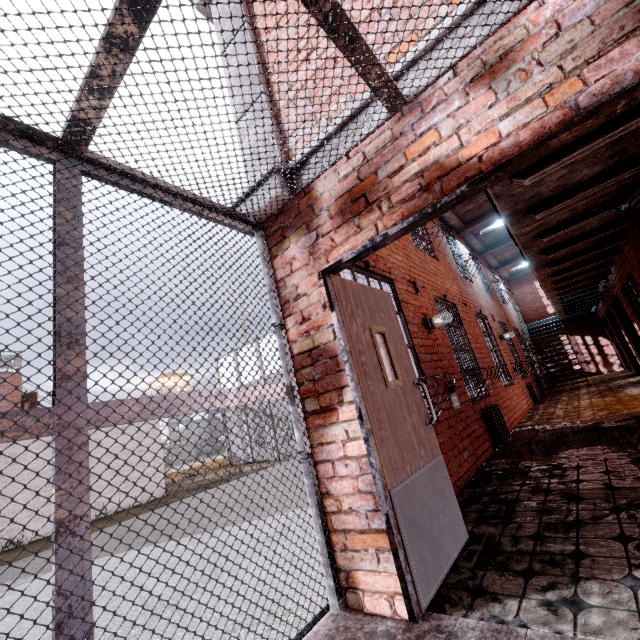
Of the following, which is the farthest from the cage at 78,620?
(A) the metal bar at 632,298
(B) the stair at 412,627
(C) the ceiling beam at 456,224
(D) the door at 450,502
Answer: (A) the metal bar at 632,298

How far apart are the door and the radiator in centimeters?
309cm

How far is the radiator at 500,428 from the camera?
5.3 meters

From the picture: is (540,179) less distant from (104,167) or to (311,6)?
(311,6)

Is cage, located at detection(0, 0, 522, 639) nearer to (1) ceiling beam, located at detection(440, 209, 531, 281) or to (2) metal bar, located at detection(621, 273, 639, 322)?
(1) ceiling beam, located at detection(440, 209, 531, 281)

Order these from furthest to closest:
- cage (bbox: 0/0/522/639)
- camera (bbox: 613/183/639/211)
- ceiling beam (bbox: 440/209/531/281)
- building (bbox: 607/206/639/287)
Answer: ceiling beam (bbox: 440/209/531/281) < building (bbox: 607/206/639/287) < camera (bbox: 613/183/639/211) < cage (bbox: 0/0/522/639)

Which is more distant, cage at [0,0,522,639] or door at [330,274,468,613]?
door at [330,274,468,613]

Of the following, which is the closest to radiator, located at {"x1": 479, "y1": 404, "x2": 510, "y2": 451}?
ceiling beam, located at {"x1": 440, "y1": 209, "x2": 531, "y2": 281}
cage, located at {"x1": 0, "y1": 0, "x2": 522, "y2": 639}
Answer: cage, located at {"x1": 0, "y1": 0, "x2": 522, "y2": 639}
